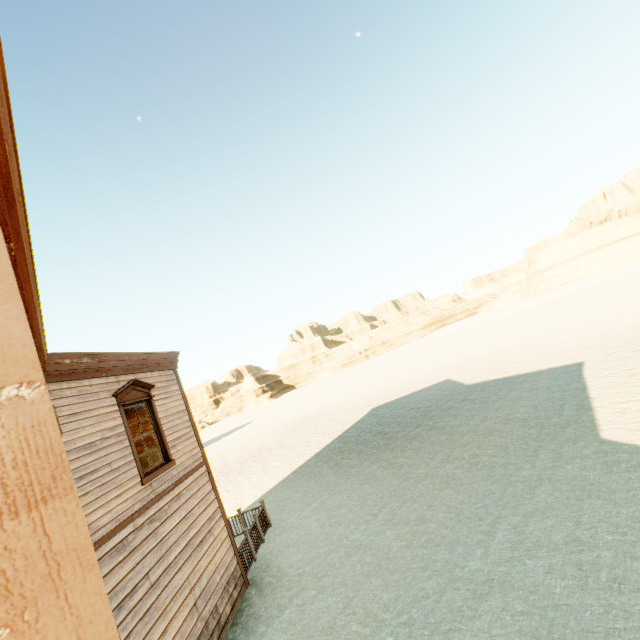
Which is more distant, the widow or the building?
Answer: the widow

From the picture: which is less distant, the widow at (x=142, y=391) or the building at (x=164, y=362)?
the building at (x=164, y=362)

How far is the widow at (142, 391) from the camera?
7.1m

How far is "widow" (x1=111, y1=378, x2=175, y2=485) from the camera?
7.08m

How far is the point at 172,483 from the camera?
7.8m
